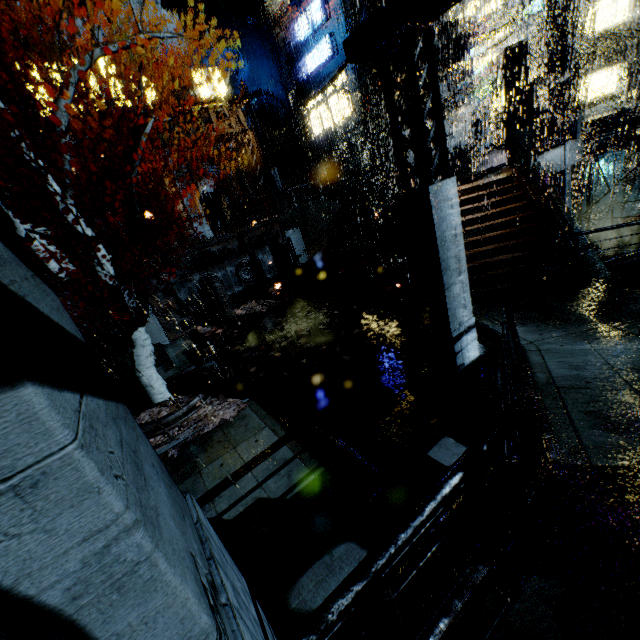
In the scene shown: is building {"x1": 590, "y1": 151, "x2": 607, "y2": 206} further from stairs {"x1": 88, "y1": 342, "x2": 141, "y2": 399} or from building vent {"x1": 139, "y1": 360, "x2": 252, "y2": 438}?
building vent {"x1": 139, "y1": 360, "x2": 252, "y2": 438}

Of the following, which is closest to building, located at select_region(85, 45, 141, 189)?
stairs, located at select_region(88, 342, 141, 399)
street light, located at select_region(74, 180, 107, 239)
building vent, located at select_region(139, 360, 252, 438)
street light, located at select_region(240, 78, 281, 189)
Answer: stairs, located at select_region(88, 342, 141, 399)

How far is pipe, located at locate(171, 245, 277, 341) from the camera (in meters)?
16.36

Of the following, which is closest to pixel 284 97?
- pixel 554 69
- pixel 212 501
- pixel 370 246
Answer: pixel 370 246

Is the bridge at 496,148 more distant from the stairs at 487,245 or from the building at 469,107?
the stairs at 487,245

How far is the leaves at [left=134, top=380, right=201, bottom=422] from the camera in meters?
10.2 m

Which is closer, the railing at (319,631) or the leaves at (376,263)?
the railing at (319,631)

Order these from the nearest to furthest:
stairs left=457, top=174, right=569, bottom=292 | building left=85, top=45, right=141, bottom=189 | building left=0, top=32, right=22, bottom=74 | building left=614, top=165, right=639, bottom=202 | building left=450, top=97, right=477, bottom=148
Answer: stairs left=457, top=174, right=569, bottom=292 < building left=0, top=32, right=22, bottom=74 < building left=85, top=45, right=141, bottom=189 < building left=450, top=97, right=477, bottom=148 < building left=614, top=165, right=639, bottom=202
